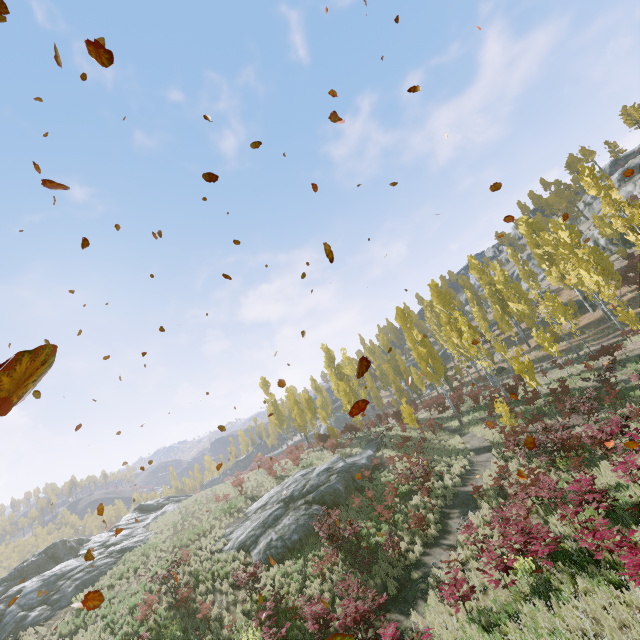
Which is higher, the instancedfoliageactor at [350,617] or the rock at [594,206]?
the rock at [594,206]

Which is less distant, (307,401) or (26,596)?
(26,596)

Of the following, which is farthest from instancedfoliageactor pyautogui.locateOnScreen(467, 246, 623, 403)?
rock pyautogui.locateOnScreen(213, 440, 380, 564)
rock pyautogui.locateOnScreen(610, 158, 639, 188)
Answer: rock pyautogui.locateOnScreen(610, 158, 639, 188)

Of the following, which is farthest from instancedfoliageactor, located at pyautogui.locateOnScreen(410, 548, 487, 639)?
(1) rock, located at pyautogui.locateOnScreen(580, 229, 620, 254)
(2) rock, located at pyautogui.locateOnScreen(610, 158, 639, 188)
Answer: (2) rock, located at pyautogui.locateOnScreen(610, 158, 639, 188)

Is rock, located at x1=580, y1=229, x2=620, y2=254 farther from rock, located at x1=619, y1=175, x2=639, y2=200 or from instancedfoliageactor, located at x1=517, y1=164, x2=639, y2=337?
rock, located at x1=619, y1=175, x2=639, y2=200

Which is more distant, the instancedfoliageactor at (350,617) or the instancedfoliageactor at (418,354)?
the instancedfoliageactor at (418,354)

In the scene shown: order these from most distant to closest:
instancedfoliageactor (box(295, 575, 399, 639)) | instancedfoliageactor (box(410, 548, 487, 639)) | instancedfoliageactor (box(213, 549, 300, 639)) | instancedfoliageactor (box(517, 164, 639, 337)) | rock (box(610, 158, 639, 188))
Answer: rock (box(610, 158, 639, 188))
instancedfoliageactor (box(517, 164, 639, 337))
instancedfoliageactor (box(213, 549, 300, 639))
instancedfoliageactor (box(410, 548, 487, 639))
instancedfoliageactor (box(295, 575, 399, 639))
